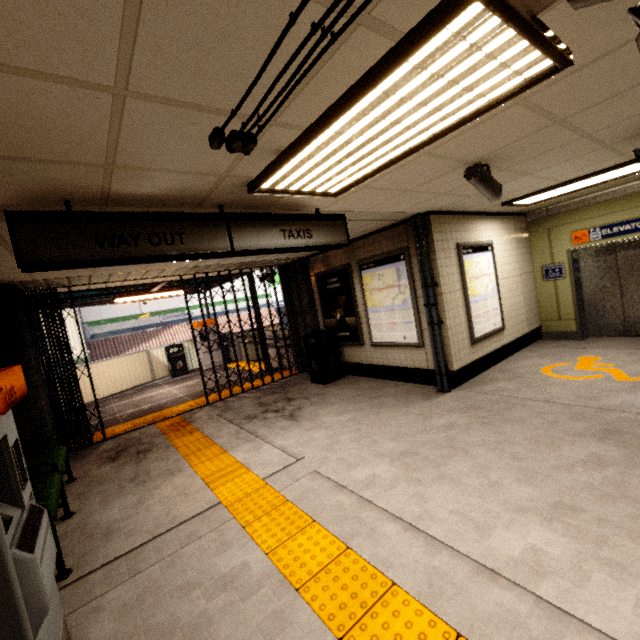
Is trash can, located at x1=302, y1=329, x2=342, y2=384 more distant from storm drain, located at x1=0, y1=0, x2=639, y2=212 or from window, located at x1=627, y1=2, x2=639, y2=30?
window, located at x1=627, y1=2, x2=639, y2=30

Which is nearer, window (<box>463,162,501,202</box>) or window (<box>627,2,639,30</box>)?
window (<box>627,2,639,30</box>)

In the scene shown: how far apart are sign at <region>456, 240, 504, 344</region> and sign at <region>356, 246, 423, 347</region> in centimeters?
76cm

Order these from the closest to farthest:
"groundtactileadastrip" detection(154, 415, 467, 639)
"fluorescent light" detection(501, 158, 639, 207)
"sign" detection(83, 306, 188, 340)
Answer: "groundtactileadastrip" detection(154, 415, 467, 639) → "fluorescent light" detection(501, 158, 639, 207) → "sign" detection(83, 306, 188, 340)

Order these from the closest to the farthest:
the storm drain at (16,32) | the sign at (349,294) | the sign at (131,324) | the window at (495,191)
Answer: the storm drain at (16,32), the window at (495,191), the sign at (349,294), the sign at (131,324)

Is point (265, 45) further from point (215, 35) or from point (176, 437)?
point (176, 437)

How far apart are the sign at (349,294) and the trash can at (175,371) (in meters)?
6.73

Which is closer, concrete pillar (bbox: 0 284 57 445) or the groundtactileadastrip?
the groundtactileadastrip
